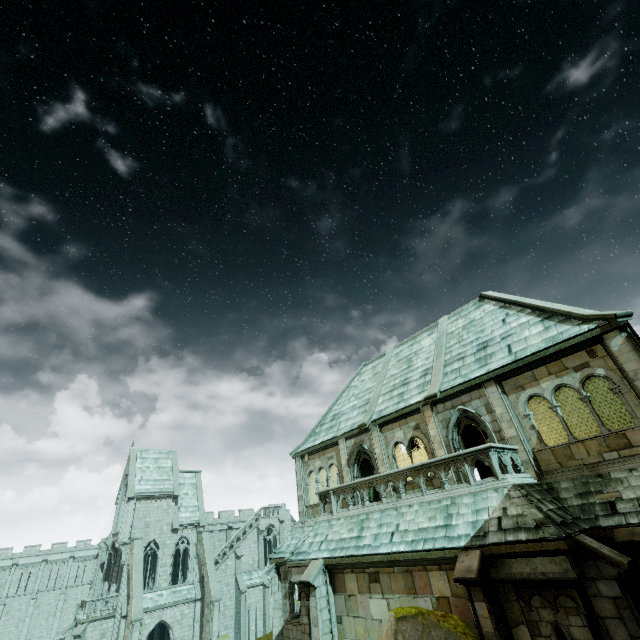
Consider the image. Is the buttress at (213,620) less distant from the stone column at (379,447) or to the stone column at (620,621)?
the stone column at (379,447)

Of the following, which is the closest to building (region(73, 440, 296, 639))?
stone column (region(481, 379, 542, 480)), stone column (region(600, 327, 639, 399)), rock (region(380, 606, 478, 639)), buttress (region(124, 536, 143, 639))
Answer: buttress (region(124, 536, 143, 639))

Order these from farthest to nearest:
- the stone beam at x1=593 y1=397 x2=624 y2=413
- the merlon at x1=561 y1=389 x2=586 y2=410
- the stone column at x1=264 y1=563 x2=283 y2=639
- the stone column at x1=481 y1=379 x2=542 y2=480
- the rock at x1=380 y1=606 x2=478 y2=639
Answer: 1. the merlon at x1=561 y1=389 x2=586 y2=410
2. the stone beam at x1=593 y1=397 x2=624 y2=413
3. the stone column at x1=264 y1=563 x2=283 y2=639
4. the stone column at x1=481 y1=379 x2=542 y2=480
5. the rock at x1=380 y1=606 x2=478 y2=639

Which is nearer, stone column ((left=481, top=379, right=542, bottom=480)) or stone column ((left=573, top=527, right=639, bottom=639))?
stone column ((left=573, top=527, right=639, bottom=639))

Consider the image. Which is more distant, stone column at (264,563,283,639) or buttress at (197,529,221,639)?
buttress at (197,529,221,639)

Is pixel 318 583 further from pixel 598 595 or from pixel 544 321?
pixel 544 321

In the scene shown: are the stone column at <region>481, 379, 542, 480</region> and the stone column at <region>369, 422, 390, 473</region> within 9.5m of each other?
yes

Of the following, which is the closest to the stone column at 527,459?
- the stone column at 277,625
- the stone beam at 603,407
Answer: the stone beam at 603,407
